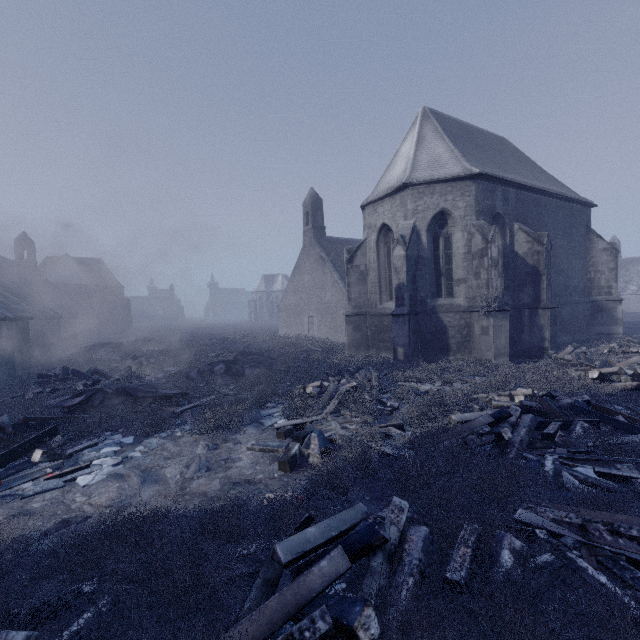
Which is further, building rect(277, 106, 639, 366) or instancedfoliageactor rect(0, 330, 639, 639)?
building rect(277, 106, 639, 366)

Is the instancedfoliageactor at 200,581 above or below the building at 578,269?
below

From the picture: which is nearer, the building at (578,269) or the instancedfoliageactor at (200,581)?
the instancedfoliageactor at (200,581)

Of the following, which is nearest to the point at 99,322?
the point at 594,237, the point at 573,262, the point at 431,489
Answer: the point at 431,489

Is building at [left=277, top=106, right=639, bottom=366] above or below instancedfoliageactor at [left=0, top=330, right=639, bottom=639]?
above
